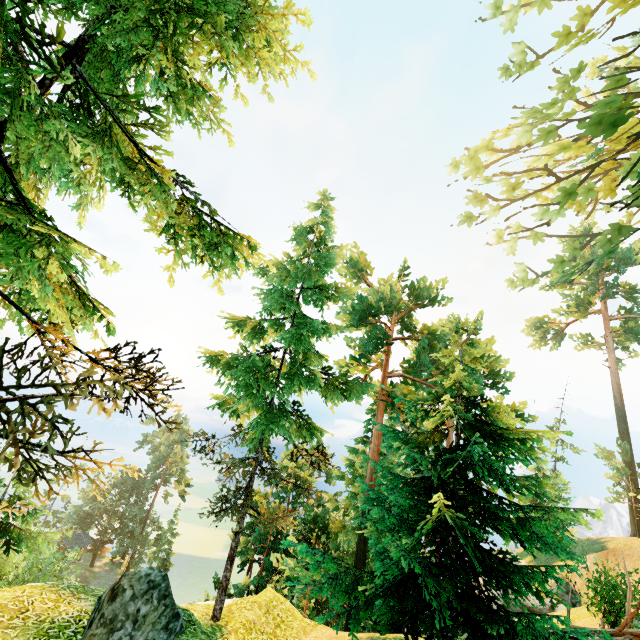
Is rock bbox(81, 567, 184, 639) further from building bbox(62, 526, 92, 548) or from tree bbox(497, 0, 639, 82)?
building bbox(62, 526, 92, 548)

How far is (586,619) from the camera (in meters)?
17.34

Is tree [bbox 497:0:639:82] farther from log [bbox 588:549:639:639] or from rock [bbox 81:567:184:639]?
rock [bbox 81:567:184:639]

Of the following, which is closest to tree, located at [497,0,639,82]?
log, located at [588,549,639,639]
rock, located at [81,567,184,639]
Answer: log, located at [588,549,639,639]

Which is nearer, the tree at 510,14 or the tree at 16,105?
the tree at 16,105

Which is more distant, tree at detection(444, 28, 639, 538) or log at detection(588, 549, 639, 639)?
log at detection(588, 549, 639, 639)

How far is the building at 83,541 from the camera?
50.4m

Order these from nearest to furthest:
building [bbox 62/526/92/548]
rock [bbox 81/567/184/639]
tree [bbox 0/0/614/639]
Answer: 1. tree [bbox 0/0/614/639]
2. rock [bbox 81/567/184/639]
3. building [bbox 62/526/92/548]
